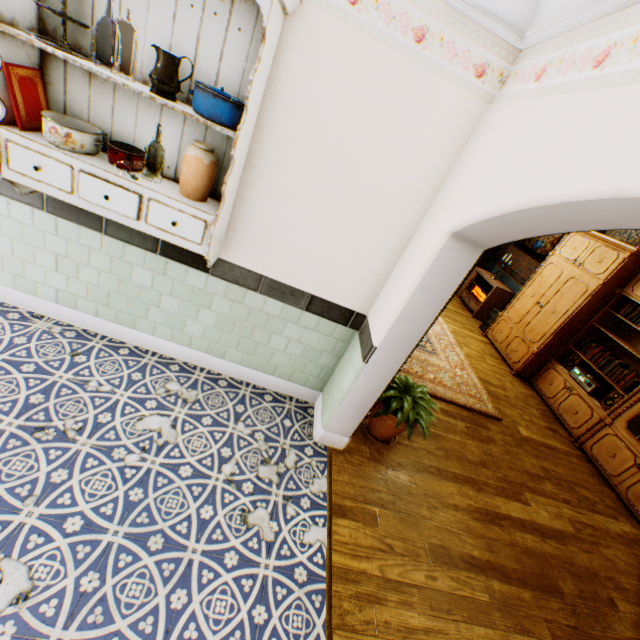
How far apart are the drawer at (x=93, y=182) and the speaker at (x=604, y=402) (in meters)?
5.69

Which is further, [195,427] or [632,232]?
[632,232]

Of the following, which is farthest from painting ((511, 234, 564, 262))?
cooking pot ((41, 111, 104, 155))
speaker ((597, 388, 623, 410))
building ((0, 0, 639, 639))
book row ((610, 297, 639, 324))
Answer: cooking pot ((41, 111, 104, 155))

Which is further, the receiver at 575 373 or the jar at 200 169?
the receiver at 575 373

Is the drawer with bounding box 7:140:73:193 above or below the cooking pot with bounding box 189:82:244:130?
below

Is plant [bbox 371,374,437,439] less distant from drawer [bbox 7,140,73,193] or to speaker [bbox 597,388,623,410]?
drawer [bbox 7,140,73,193]

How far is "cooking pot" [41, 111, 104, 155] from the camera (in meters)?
1.76

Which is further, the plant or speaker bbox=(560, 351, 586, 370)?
speaker bbox=(560, 351, 586, 370)
